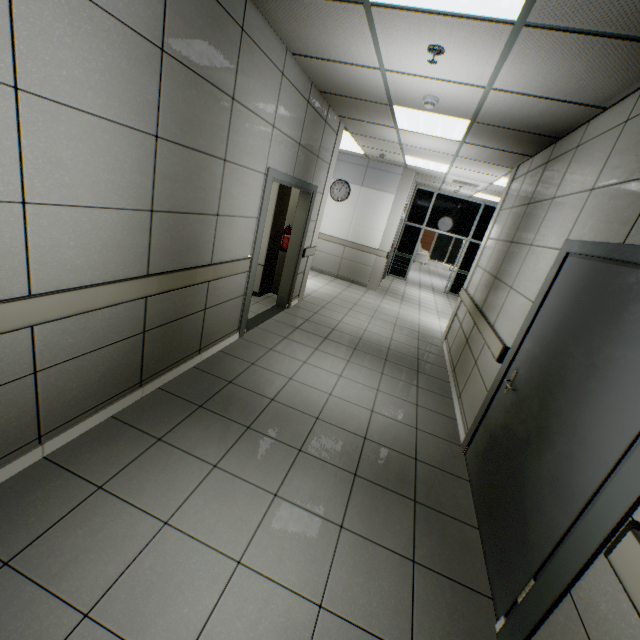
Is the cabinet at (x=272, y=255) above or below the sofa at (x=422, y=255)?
above

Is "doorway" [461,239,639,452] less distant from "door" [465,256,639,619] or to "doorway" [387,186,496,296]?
"door" [465,256,639,619]

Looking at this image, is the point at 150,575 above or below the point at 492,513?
below

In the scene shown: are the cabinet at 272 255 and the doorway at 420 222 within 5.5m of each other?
no

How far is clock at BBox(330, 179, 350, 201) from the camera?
8.7m

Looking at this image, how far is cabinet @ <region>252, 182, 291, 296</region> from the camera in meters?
5.5

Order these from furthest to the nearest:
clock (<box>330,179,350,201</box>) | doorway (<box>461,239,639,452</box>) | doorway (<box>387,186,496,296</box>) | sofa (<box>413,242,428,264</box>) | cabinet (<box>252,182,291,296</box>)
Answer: sofa (<box>413,242,428,264</box>) → doorway (<box>387,186,496,296</box>) → clock (<box>330,179,350,201</box>) → cabinet (<box>252,182,291,296</box>) → doorway (<box>461,239,639,452</box>)

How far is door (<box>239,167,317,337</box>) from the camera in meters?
3.9
